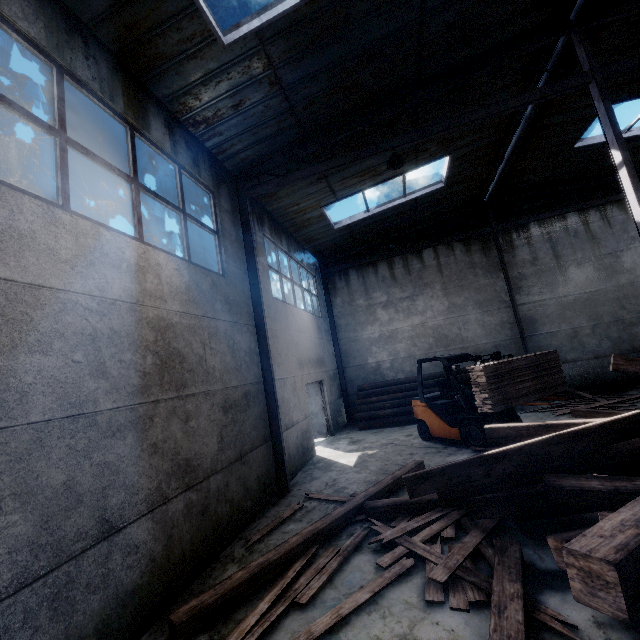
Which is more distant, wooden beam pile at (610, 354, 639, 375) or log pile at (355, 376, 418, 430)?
log pile at (355, 376, 418, 430)

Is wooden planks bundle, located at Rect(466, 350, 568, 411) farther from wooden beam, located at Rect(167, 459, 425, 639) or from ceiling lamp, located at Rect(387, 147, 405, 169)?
ceiling lamp, located at Rect(387, 147, 405, 169)

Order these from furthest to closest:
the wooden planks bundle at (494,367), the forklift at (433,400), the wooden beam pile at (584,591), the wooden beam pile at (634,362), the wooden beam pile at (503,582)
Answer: the forklift at (433,400)
the wooden planks bundle at (494,367)
the wooden beam pile at (634,362)
the wooden beam pile at (503,582)
the wooden beam pile at (584,591)

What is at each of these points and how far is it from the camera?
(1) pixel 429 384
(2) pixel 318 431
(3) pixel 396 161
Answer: (1) log pile, 12.6 meters
(2) door, 12.4 meters
(3) ceiling lamp, 7.3 meters

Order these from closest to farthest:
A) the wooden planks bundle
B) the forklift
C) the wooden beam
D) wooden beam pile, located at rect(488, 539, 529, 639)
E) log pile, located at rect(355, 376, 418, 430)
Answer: wooden beam pile, located at rect(488, 539, 529, 639), the wooden beam, the wooden planks bundle, the forklift, log pile, located at rect(355, 376, 418, 430)

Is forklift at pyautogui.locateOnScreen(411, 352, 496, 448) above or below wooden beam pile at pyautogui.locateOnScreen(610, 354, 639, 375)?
below

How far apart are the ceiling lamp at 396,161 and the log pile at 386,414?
8.24m

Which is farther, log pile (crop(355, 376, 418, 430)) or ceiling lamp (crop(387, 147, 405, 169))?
log pile (crop(355, 376, 418, 430))
